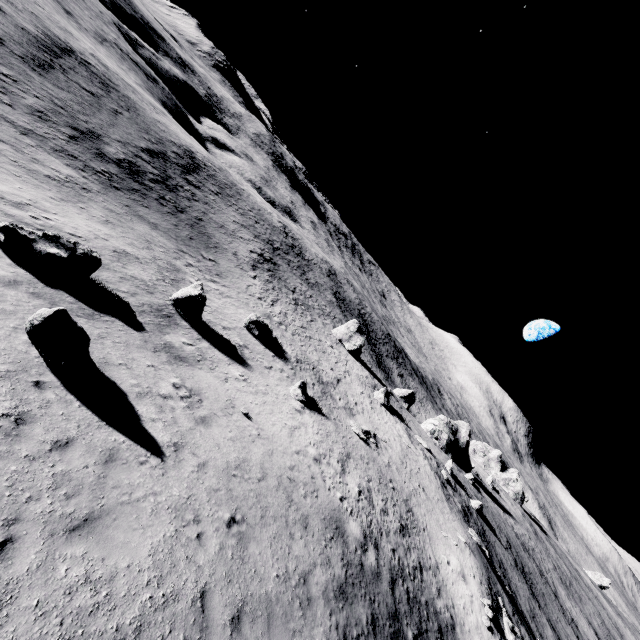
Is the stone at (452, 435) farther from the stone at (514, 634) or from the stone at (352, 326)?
the stone at (514, 634)

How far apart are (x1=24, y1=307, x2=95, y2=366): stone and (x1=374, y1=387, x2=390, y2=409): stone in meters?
38.0

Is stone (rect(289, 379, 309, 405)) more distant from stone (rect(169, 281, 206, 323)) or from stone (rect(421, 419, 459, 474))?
stone (rect(421, 419, 459, 474))

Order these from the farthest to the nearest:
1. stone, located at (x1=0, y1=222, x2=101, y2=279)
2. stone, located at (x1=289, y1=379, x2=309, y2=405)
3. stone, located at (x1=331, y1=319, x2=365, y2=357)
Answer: stone, located at (x1=331, y1=319, x2=365, y2=357), stone, located at (x1=289, y1=379, x2=309, y2=405), stone, located at (x1=0, y1=222, x2=101, y2=279)

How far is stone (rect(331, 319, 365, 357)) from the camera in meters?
54.2 m

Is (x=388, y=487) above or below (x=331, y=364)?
above

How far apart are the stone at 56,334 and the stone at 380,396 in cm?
3797

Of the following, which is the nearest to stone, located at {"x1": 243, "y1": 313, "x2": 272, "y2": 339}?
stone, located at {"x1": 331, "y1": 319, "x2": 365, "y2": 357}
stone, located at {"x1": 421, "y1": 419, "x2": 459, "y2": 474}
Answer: stone, located at {"x1": 331, "y1": 319, "x2": 365, "y2": 357}
